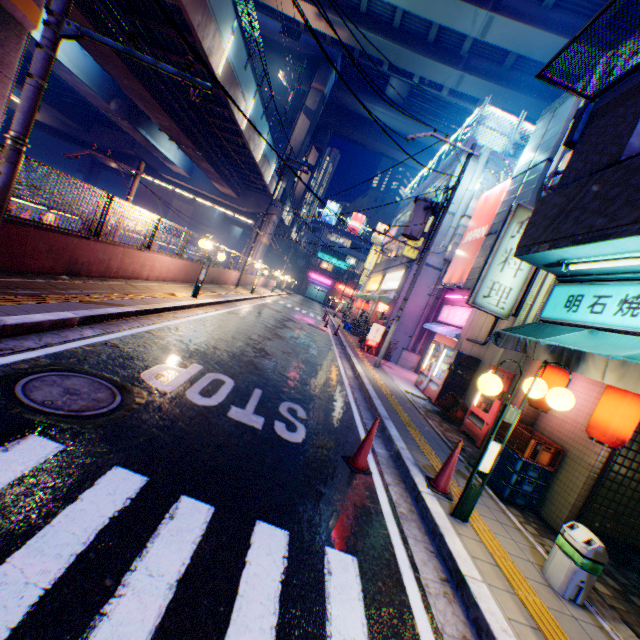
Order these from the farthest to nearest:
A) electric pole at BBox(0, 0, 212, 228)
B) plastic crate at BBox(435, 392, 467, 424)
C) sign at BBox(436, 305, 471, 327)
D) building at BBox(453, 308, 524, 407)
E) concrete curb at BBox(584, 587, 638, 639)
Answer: sign at BBox(436, 305, 471, 327)
building at BBox(453, 308, 524, 407)
plastic crate at BBox(435, 392, 467, 424)
electric pole at BBox(0, 0, 212, 228)
concrete curb at BBox(584, 587, 638, 639)

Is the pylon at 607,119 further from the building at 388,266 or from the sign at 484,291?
the building at 388,266

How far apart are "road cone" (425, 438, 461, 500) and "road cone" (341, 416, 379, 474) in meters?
0.8 m

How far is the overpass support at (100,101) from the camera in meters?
16.5

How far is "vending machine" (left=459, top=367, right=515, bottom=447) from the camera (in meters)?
7.97

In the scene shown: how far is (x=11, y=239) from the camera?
6.04m

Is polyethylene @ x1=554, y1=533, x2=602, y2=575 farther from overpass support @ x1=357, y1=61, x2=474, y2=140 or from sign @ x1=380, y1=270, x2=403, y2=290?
sign @ x1=380, y1=270, x2=403, y2=290

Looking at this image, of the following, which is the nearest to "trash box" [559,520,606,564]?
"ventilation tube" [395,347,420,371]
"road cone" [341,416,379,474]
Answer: "road cone" [341,416,379,474]
